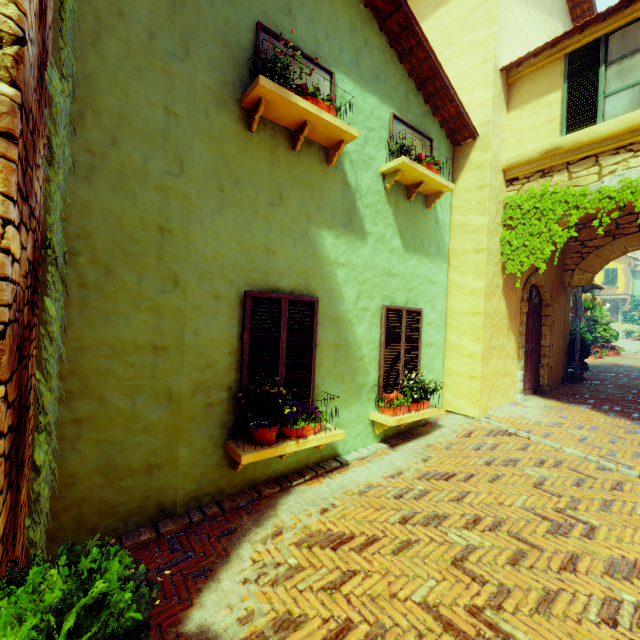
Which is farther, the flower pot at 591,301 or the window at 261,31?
the flower pot at 591,301

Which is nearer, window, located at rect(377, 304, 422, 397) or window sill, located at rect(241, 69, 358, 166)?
window sill, located at rect(241, 69, 358, 166)

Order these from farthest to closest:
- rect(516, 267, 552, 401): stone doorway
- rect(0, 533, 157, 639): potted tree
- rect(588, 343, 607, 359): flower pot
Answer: rect(588, 343, 607, 359): flower pot → rect(516, 267, 552, 401): stone doorway → rect(0, 533, 157, 639): potted tree

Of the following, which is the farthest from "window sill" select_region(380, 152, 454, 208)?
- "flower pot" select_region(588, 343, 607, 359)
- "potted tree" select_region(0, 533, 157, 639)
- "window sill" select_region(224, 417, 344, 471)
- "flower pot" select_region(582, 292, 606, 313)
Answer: "flower pot" select_region(588, 343, 607, 359)

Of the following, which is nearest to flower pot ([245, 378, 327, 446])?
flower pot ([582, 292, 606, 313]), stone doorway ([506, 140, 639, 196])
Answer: stone doorway ([506, 140, 639, 196])

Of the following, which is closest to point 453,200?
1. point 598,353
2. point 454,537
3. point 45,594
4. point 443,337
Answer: point 443,337

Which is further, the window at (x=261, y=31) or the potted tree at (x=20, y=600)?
the window at (x=261, y=31)

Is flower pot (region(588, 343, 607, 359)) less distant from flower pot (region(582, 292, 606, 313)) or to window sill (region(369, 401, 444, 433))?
flower pot (region(582, 292, 606, 313))
